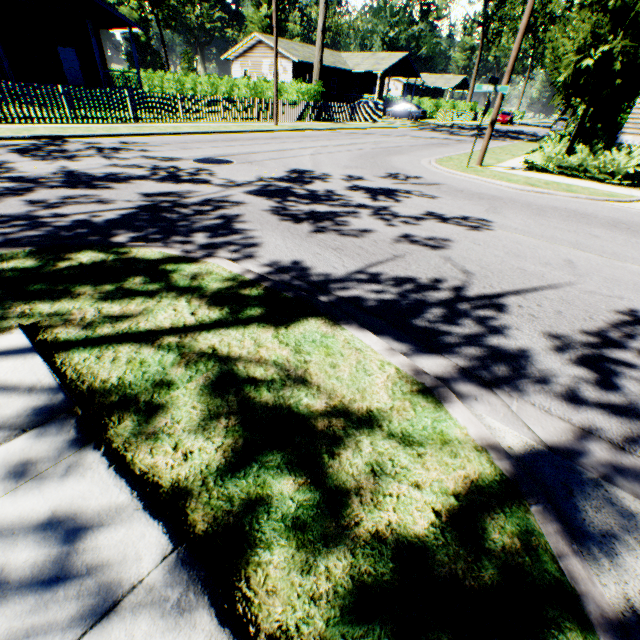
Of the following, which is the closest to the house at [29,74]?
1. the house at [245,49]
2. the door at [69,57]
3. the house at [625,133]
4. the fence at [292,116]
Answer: the door at [69,57]

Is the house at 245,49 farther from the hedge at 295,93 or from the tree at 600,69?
the tree at 600,69

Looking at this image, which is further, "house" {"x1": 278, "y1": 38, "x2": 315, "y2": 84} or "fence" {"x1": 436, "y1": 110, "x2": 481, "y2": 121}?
"fence" {"x1": 436, "y1": 110, "x2": 481, "y2": 121}

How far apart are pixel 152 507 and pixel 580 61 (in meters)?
14.15

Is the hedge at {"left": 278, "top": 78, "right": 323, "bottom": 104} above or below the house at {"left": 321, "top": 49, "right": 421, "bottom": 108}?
below

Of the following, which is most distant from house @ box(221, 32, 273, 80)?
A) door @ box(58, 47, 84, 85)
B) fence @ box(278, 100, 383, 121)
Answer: door @ box(58, 47, 84, 85)

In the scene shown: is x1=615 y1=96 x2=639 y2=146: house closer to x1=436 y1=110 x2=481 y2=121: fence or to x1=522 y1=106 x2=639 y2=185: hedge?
x1=522 y1=106 x2=639 y2=185: hedge

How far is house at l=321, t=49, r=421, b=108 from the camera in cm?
3906
